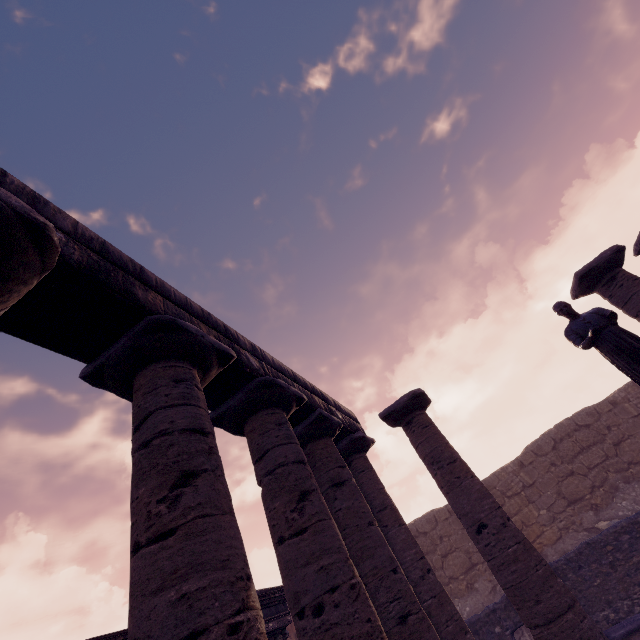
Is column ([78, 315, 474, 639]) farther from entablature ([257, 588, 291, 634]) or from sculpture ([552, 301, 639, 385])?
sculpture ([552, 301, 639, 385])

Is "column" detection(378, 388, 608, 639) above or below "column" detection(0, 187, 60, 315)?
below

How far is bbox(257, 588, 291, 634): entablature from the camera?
7.87m

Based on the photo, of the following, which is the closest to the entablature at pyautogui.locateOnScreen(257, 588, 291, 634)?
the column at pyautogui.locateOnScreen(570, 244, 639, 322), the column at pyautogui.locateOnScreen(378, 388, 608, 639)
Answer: the column at pyautogui.locateOnScreen(378, 388, 608, 639)

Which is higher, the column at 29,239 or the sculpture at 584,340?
the column at 29,239

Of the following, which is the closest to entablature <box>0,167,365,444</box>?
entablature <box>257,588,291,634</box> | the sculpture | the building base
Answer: entablature <box>257,588,291,634</box>

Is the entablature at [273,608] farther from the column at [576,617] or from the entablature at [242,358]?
the column at [576,617]

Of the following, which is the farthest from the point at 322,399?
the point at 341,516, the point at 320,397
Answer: the point at 341,516
